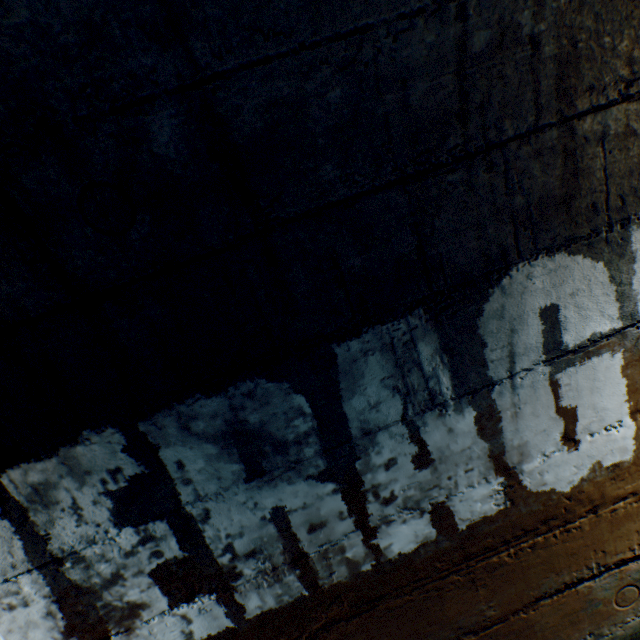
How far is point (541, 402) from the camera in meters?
1.1
